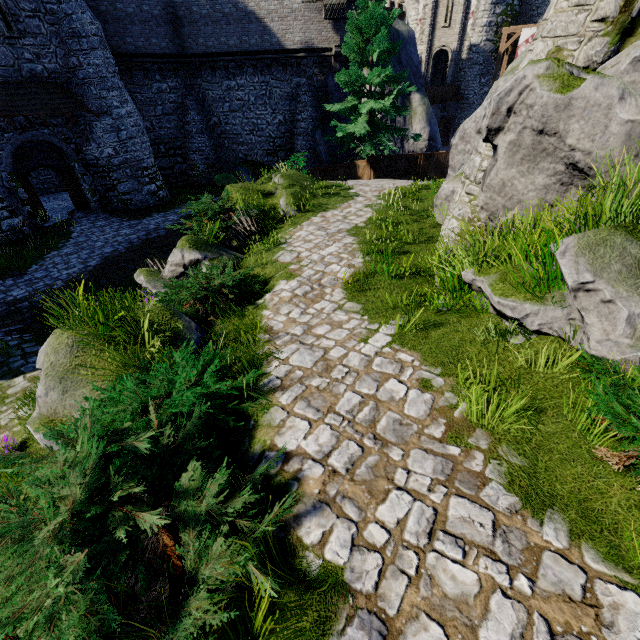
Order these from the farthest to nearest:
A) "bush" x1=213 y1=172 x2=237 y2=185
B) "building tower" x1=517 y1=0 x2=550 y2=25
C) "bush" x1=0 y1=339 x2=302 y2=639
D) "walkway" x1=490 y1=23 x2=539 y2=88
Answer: "building tower" x1=517 y1=0 x2=550 y2=25 → "walkway" x1=490 y1=23 x2=539 y2=88 → "bush" x1=213 y1=172 x2=237 y2=185 → "bush" x1=0 y1=339 x2=302 y2=639

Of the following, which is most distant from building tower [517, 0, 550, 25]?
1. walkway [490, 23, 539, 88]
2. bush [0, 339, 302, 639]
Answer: bush [0, 339, 302, 639]

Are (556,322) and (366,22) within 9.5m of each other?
no

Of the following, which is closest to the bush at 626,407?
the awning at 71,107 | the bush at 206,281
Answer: the bush at 206,281

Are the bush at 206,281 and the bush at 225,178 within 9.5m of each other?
no

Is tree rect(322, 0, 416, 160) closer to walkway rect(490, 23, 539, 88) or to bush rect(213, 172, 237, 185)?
bush rect(213, 172, 237, 185)

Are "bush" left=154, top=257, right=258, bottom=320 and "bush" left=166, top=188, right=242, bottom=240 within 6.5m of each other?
yes

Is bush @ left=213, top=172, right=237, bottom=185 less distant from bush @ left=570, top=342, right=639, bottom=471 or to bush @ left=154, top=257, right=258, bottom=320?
bush @ left=154, top=257, right=258, bottom=320
